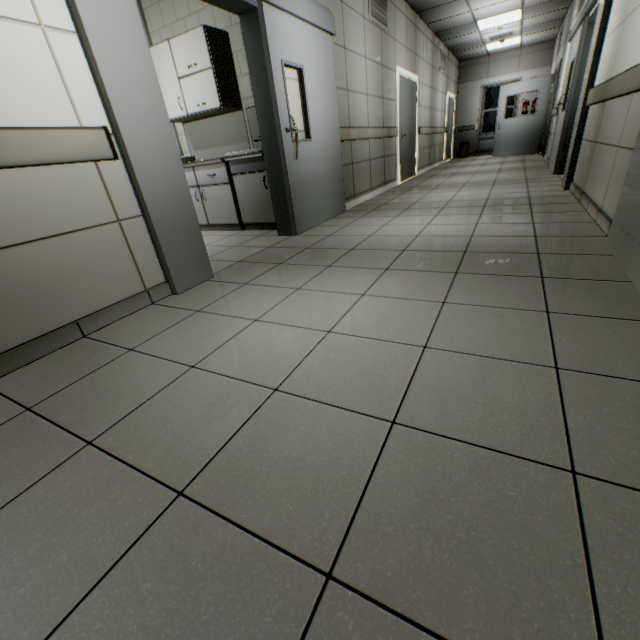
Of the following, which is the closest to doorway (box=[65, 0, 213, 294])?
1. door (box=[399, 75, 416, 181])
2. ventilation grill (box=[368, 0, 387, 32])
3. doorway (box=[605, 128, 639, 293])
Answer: ventilation grill (box=[368, 0, 387, 32])

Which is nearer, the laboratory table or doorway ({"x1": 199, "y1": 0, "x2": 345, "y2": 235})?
doorway ({"x1": 199, "y1": 0, "x2": 345, "y2": 235})

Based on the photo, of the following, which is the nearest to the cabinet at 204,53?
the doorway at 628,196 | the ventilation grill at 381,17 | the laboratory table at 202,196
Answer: the laboratory table at 202,196

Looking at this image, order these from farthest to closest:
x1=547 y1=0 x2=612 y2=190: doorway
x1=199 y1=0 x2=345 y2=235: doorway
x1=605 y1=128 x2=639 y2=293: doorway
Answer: x1=547 y1=0 x2=612 y2=190: doorway → x1=199 y1=0 x2=345 y2=235: doorway → x1=605 y1=128 x2=639 y2=293: doorway

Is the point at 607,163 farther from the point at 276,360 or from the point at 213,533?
the point at 213,533

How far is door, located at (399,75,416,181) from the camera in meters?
6.9 m

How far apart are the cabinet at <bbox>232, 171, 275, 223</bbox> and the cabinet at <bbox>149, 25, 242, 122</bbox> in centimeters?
82cm

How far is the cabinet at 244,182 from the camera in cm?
407
